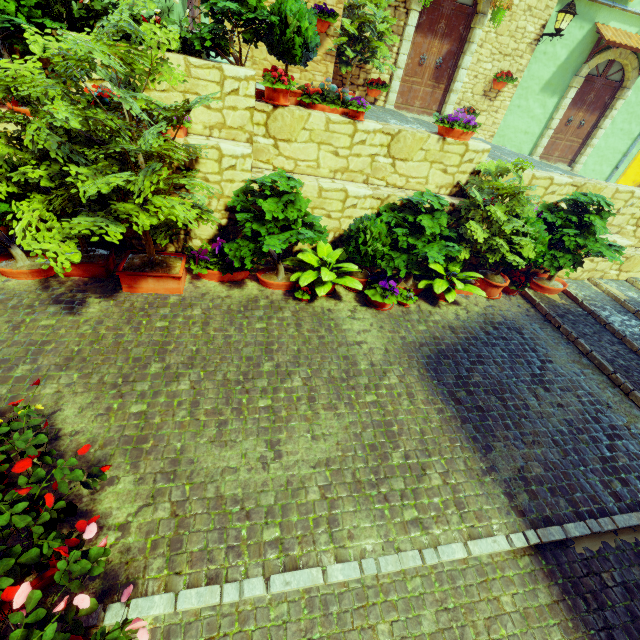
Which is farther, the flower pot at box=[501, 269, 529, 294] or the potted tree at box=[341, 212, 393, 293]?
the flower pot at box=[501, 269, 529, 294]

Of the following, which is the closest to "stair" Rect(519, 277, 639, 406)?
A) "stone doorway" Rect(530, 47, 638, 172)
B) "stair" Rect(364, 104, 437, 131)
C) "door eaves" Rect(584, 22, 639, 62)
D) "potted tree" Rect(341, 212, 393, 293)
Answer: "stair" Rect(364, 104, 437, 131)

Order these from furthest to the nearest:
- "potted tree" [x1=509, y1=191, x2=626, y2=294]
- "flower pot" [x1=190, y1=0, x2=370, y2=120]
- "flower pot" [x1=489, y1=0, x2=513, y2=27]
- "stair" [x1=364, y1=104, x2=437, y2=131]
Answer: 1. "flower pot" [x1=489, y1=0, x2=513, y2=27]
2. "stair" [x1=364, y1=104, x2=437, y2=131]
3. "potted tree" [x1=509, y1=191, x2=626, y2=294]
4. "flower pot" [x1=190, y1=0, x2=370, y2=120]

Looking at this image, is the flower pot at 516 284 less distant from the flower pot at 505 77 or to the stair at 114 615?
the stair at 114 615

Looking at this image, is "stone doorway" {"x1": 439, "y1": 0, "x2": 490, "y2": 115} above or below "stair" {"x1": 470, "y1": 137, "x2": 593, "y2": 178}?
above

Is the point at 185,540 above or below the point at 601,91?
below

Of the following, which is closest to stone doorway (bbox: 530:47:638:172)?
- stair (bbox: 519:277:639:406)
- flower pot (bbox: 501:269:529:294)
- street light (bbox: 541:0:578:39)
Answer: street light (bbox: 541:0:578:39)

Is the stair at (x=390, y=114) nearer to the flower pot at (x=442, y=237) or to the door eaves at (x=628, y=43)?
the flower pot at (x=442, y=237)
